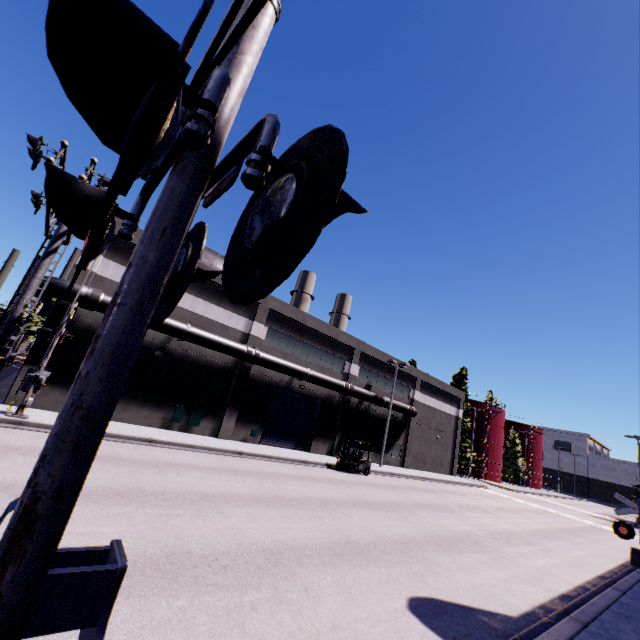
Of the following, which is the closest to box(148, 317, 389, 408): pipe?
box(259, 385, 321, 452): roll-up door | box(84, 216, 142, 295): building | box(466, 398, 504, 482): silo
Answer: box(84, 216, 142, 295): building

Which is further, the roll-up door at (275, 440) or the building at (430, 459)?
the building at (430, 459)

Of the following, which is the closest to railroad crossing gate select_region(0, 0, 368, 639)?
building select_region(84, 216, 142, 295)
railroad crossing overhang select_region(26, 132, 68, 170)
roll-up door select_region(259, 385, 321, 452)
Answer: → building select_region(84, 216, 142, 295)

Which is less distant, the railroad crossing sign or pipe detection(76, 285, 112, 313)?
the railroad crossing sign

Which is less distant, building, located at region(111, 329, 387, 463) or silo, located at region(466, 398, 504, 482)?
building, located at region(111, 329, 387, 463)

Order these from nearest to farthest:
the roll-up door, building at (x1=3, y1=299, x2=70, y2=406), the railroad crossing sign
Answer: the railroad crossing sign, building at (x1=3, y1=299, x2=70, y2=406), the roll-up door

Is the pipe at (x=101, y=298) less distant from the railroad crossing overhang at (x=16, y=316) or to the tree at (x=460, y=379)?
the railroad crossing overhang at (x=16, y=316)

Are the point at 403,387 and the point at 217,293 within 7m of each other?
no
